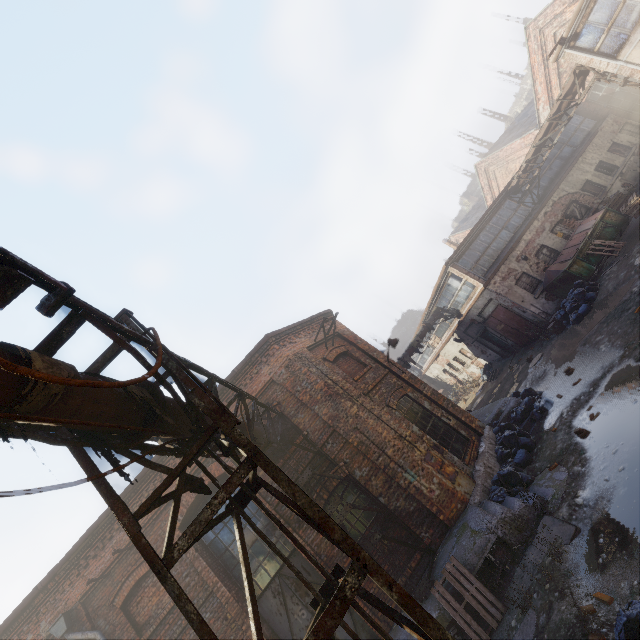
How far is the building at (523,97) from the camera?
48.62m

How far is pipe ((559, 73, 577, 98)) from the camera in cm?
1414

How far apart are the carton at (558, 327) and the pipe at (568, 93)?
9.3 meters

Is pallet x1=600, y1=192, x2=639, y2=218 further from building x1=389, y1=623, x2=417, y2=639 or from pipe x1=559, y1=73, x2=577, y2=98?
building x1=389, y1=623, x2=417, y2=639

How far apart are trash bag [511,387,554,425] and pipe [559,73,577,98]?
13.3 meters

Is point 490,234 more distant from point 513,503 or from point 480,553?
point 480,553

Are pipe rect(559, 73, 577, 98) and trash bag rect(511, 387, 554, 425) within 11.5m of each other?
no

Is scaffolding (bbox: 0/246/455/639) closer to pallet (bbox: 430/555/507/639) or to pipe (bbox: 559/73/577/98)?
pallet (bbox: 430/555/507/639)
